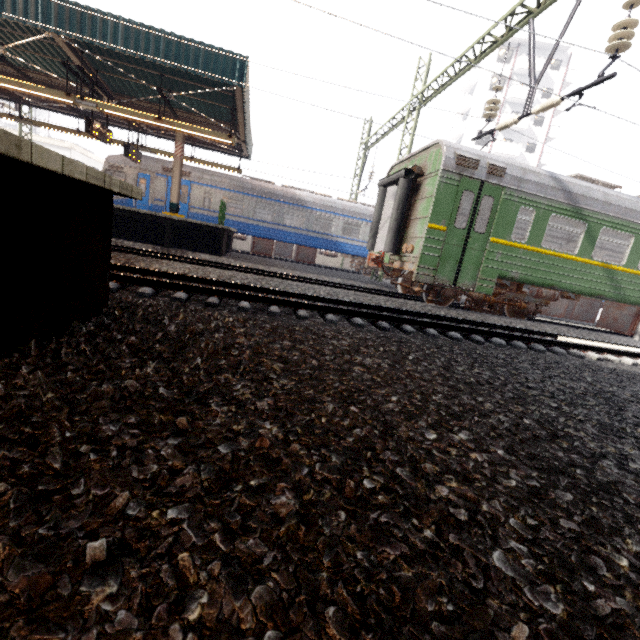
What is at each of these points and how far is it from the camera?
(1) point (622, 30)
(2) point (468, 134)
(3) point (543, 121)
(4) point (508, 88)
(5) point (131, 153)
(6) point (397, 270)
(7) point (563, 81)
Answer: (1) power line, 6.2 meters
(2) building, 40.2 meters
(3) building, 38.4 meters
(4) building, 37.9 meters
(5) sign, 14.1 meters
(6) train, 11.9 meters
(7) building, 37.3 meters

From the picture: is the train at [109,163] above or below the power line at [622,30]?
below

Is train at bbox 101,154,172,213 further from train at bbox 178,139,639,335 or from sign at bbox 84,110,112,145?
train at bbox 178,139,639,335

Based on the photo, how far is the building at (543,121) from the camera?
38.1 meters

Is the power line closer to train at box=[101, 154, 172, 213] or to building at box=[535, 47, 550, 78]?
train at box=[101, 154, 172, 213]

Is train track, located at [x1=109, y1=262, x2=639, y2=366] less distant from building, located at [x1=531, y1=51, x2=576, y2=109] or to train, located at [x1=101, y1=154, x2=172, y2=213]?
train, located at [x1=101, y1=154, x2=172, y2=213]

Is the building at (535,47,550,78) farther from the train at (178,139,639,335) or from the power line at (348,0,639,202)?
the train at (178,139,639,335)

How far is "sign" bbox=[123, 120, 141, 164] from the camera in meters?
13.8
